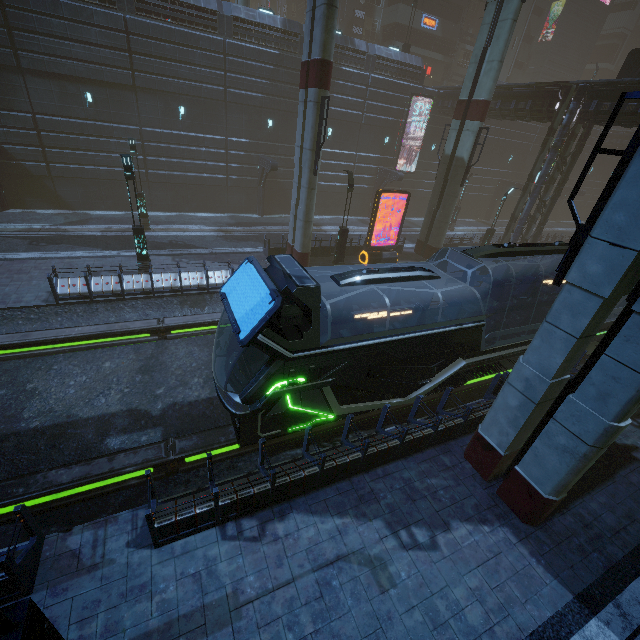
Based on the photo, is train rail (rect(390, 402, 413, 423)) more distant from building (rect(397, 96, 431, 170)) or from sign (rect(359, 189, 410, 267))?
sign (rect(359, 189, 410, 267))

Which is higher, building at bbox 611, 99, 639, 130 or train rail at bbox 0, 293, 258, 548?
building at bbox 611, 99, 639, 130

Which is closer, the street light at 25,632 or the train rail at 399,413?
the street light at 25,632

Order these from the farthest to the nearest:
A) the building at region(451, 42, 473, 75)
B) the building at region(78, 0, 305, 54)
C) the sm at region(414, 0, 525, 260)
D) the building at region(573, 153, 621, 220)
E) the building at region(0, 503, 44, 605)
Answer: the building at region(573, 153, 621, 220)
the building at region(451, 42, 473, 75)
the building at region(78, 0, 305, 54)
the sm at region(414, 0, 525, 260)
the building at region(0, 503, 44, 605)

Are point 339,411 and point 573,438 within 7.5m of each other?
yes

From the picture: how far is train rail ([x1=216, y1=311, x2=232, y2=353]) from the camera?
14.03m

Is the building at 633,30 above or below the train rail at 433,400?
above

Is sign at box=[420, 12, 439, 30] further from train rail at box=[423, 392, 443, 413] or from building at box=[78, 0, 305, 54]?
train rail at box=[423, 392, 443, 413]
